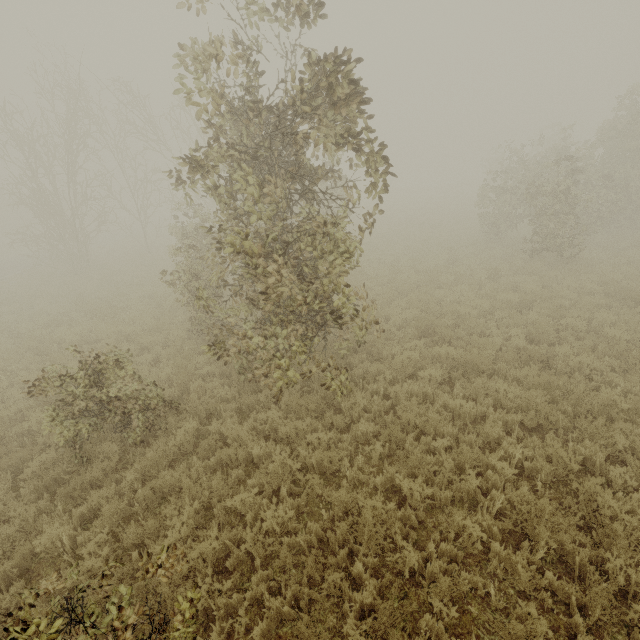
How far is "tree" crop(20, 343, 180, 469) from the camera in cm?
583

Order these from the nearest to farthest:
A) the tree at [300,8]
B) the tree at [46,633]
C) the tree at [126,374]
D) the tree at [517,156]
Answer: the tree at [46,633]
the tree at [300,8]
the tree at [126,374]
the tree at [517,156]

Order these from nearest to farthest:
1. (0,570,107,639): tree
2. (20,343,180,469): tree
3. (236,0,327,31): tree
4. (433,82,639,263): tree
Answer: (0,570,107,639): tree < (236,0,327,31): tree < (20,343,180,469): tree < (433,82,639,263): tree

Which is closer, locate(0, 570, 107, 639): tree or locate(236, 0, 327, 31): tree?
locate(0, 570, 107, 639): tree

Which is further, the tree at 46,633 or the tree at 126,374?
the tree at 126,374

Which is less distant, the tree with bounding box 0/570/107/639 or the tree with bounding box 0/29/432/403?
the tree with bounding box 0/570/107/639

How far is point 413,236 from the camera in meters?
22.2 m
